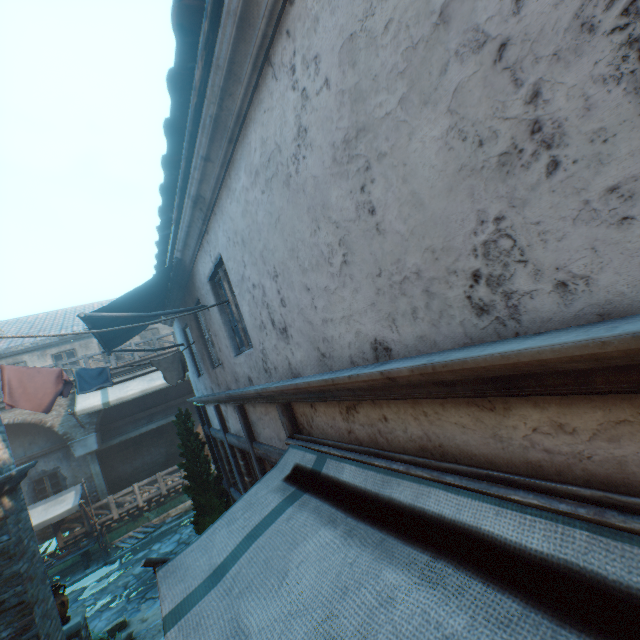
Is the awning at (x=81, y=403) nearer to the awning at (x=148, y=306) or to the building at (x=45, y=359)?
the building at (x=45, y=359)

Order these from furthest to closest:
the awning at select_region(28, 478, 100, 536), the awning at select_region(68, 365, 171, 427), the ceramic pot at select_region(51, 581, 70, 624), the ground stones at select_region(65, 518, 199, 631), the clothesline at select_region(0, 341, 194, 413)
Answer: the awning at select_region(68, 365, 171, 427) → the awning at select_region(28, 478, 100, 536) → the ground stones at select_region(65, 518, 199, 631) → the ceramic pot at select_region(51, 581, 70, 624) → the clothesline at select_region(0, 341, 194, 413)

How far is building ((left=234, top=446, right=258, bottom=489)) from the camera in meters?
6.6 m

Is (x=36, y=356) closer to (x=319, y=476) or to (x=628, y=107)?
(x=319, y=476)

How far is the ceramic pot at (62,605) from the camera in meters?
6.9 m

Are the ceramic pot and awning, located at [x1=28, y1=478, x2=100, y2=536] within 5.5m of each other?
no

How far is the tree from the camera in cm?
855

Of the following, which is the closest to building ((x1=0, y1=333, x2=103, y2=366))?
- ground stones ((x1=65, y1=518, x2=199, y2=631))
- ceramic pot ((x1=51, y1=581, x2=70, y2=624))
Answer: ground stones ((x1=65, y1=518, x2=199, y2=631))
